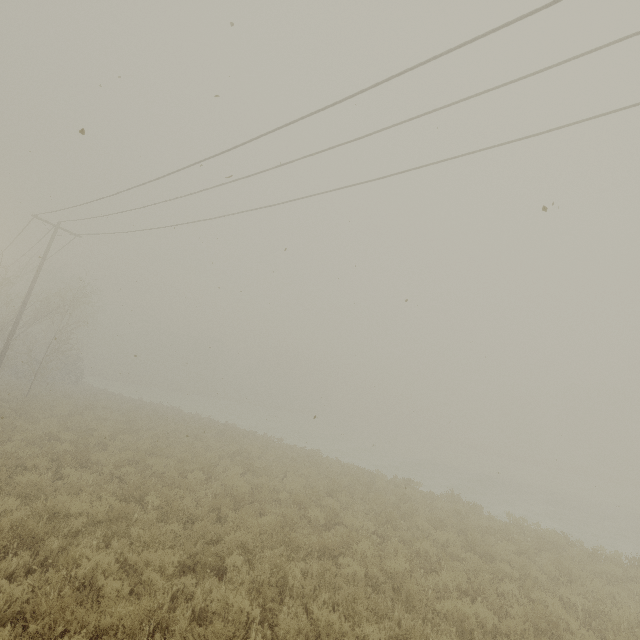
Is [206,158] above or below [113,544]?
above
